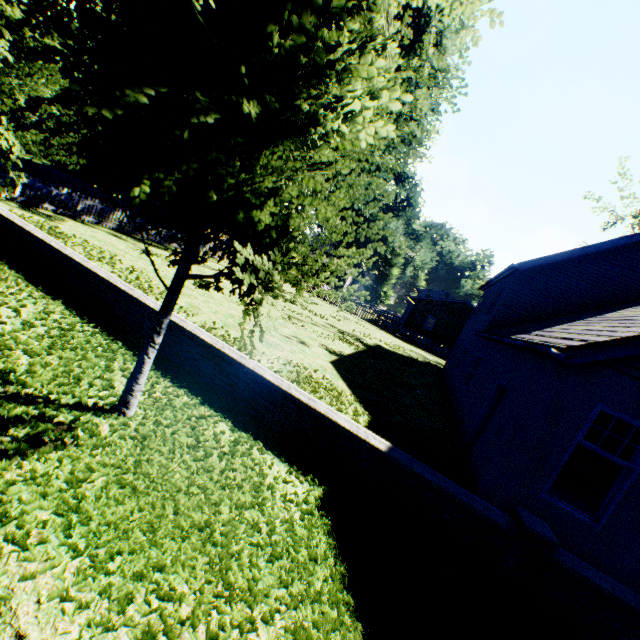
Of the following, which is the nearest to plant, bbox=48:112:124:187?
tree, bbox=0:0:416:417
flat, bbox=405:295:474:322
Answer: tree, bbox=0:0:416:417

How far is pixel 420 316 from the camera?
37.4m

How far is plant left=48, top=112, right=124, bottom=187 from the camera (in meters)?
29.96

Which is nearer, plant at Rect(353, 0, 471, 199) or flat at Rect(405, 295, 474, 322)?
plant at Rect(353, 0, 471, 199)

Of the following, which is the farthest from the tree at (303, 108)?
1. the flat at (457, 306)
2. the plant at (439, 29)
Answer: the flat at (457, 306)

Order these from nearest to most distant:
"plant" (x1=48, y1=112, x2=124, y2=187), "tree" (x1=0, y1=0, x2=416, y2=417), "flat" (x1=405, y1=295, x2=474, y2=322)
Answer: "tree" (x1=0, y1=0, x2=416, y2=417), "plant" (x1=48, y1=112, x2=124, y2=187), "flat" (x1=405, y1=295, x2=474, y2=322)

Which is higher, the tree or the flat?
the flat

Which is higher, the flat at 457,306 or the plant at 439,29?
the plant at 439,29
